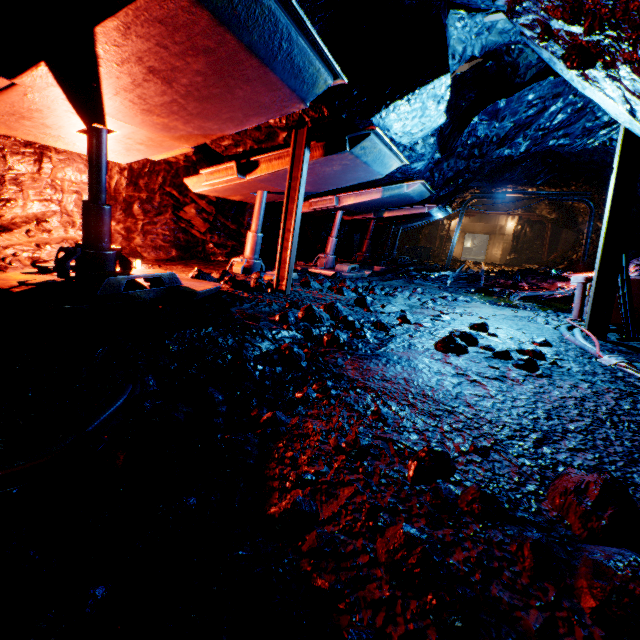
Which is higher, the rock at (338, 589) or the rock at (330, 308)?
the rock at (330, 308)

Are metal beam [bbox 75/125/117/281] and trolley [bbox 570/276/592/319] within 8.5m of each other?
yes

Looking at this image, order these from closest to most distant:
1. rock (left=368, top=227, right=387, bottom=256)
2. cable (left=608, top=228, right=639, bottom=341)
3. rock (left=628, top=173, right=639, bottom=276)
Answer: cable (left=608, top=228, right=639, bottom=341) < rock (left=628, top=173, right=639, bottom=276) < rock (left=368, top=227, right=387, bottom=256)

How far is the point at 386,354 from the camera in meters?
2.8 m

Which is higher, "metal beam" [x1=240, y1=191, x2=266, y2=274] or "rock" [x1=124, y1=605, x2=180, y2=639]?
"metal beam" [x1=240, y1=191, x2=266, y2=274]

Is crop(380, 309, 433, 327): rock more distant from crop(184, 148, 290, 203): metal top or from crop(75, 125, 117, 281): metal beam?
crop(75, 125, 117, 281): metal beam

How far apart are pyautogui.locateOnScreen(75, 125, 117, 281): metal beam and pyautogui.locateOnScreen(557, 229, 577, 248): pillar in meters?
26.5 m

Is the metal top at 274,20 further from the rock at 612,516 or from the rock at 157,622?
the rock at 157,622
